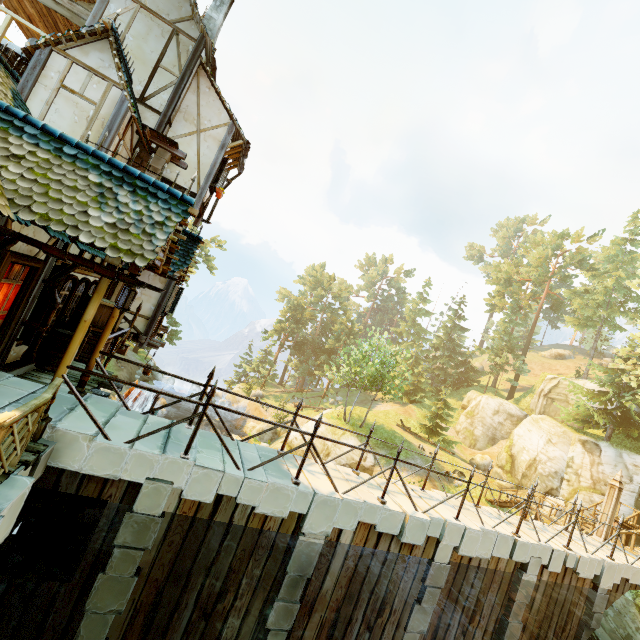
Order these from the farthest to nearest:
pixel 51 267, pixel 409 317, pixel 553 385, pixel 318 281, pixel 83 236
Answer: pixel 318 281 < pixel 409 317 < pixel 553 385 < pixel 51 267 < pixel 83 236

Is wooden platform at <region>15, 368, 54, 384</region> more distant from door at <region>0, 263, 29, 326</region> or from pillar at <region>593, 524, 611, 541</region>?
pillar at <region>593, 524, 611, 541</region>

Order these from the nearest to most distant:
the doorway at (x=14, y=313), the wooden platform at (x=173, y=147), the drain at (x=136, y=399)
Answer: the doorway at (x=14, y=313), the wooden platform at (x=173, y=147), the drain at (x=136, y=399)

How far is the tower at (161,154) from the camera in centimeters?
1091cm

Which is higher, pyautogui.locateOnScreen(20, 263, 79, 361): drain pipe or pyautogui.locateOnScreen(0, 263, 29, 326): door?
pyautogui.locateOnScreen(0, 263, 29, 326): door

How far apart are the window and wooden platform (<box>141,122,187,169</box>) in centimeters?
468cm

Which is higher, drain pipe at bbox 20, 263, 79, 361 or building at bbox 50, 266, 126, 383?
building at bbox 50, 266, 126, 383

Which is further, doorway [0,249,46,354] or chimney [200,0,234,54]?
chimney [200,0,234,54]
